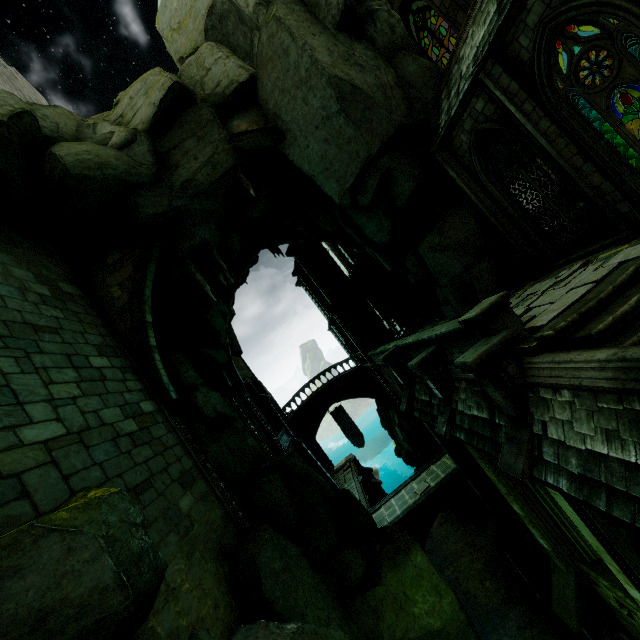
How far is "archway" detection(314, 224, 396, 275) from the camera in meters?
23.0 m

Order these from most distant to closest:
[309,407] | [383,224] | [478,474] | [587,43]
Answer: [309,407], [478,474], [383,224], [587,43]

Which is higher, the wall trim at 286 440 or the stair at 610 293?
the stair at 610 293

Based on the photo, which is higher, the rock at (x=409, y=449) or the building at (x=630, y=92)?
the building at (x=630, y=92)

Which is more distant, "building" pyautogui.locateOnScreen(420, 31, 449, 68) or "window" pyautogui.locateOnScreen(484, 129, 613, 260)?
"building" pyautogui.locateOnScreen(420, 31, 449, 68)

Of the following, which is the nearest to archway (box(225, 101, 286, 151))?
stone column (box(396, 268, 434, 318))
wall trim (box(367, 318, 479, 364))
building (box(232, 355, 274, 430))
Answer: stone column (box(396, 268, 434, 318))

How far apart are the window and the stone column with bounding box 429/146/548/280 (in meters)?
0.47

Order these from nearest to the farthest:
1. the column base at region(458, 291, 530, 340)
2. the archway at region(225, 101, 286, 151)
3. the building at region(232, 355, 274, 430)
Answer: the column base at region(458, 291, 530, 340)
the archway at region(225, 101, 286, 151)
the building at region(232, 355, 274, 430)
